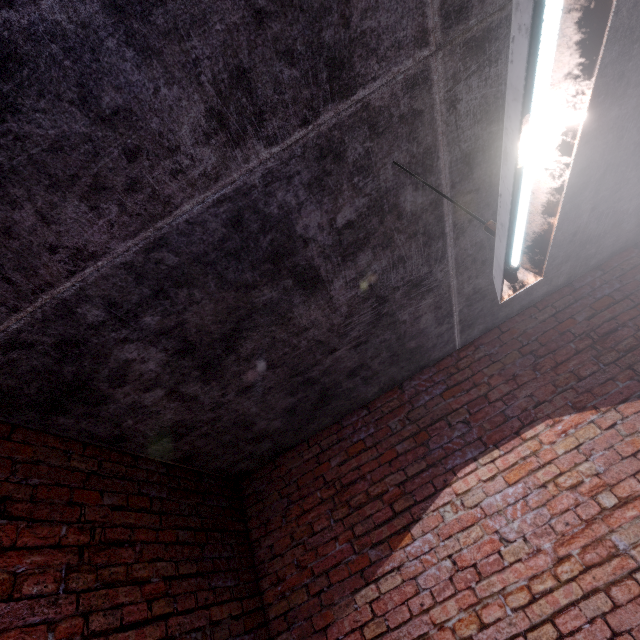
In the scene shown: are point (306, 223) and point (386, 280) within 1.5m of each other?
yes
